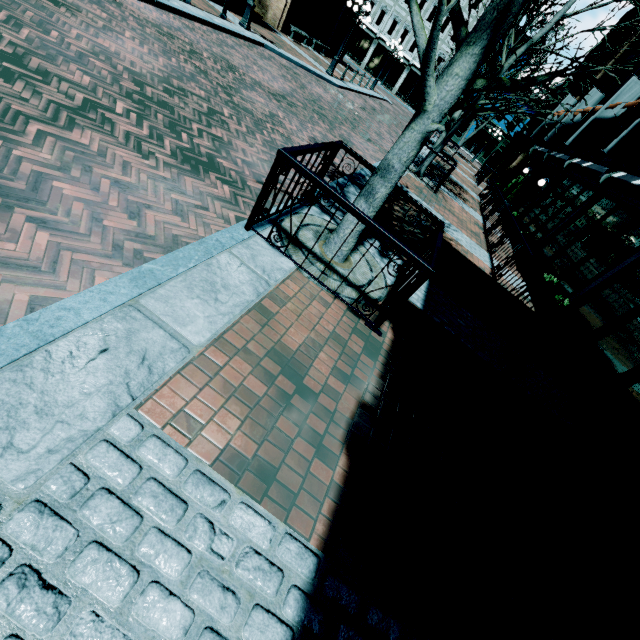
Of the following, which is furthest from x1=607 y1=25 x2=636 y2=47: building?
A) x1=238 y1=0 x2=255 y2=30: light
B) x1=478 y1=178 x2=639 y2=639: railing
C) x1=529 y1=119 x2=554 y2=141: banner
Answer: x1=238 y1=0 x2=255 y2=30: light

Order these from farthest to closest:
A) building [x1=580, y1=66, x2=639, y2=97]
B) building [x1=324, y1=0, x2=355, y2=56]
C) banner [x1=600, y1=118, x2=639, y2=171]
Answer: building [x1=324, y1=0, x2=355, y2=56], building [x1=580, y1=66, x2=639, y2=97], banner [x1=600, y1=118, x2=639, y2=171]

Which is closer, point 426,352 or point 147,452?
point 147,452

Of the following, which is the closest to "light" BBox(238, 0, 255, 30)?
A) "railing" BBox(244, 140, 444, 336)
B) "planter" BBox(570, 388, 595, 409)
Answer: "railing" BBox(244, 140, 444, 336)

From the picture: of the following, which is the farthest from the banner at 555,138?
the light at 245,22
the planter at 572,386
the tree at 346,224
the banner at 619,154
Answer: the tree at 346,224

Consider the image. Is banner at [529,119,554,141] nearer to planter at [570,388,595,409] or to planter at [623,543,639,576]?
planter at [570,388,595,409]

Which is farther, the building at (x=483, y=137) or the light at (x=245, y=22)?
the building at (x=483, y=137)

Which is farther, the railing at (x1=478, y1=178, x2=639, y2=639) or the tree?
the tree
